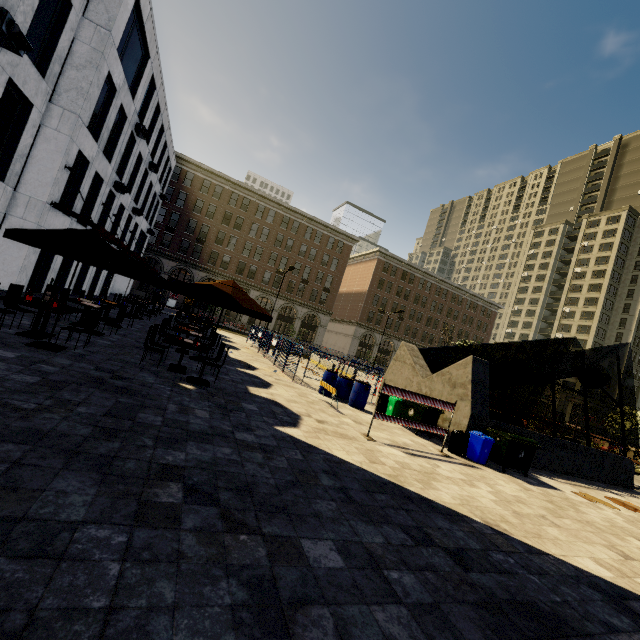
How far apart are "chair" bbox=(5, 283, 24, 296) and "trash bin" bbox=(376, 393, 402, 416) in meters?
11.8

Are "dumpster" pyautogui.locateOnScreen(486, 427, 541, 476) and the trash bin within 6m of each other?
yes

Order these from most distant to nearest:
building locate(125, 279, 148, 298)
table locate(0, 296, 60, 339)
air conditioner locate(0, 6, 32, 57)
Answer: building locate(125, 279, 148, 298) < air conditioner locate(0, 6, 32, 57) < table locate(0, 296, 60, 339)

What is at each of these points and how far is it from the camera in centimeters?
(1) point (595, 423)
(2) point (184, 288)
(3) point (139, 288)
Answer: (1) building, 5669cm
(2) umbrella, 772cm
(3) building, 4266cm

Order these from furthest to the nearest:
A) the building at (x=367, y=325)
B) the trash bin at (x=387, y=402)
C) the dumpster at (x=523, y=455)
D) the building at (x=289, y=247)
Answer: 1. the building at (x=367, y=325)
2. the building at (x=289, y=247)
3. the trash bin at (x=387, y=402)
4. the dumpster at (x=523, y=455)

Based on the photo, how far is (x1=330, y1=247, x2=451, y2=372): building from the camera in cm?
5478

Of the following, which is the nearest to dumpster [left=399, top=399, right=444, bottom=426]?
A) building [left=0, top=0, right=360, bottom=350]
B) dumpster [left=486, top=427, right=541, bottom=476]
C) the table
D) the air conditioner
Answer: dumpster [left=486, top=427, right=541, bottom=476]

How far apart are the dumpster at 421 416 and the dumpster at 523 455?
1.33m
